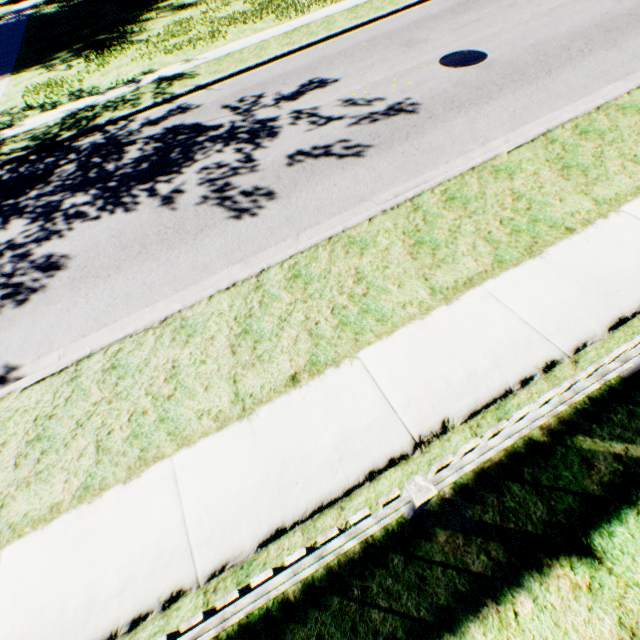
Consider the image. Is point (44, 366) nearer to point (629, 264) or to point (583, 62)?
point (629, 264)
